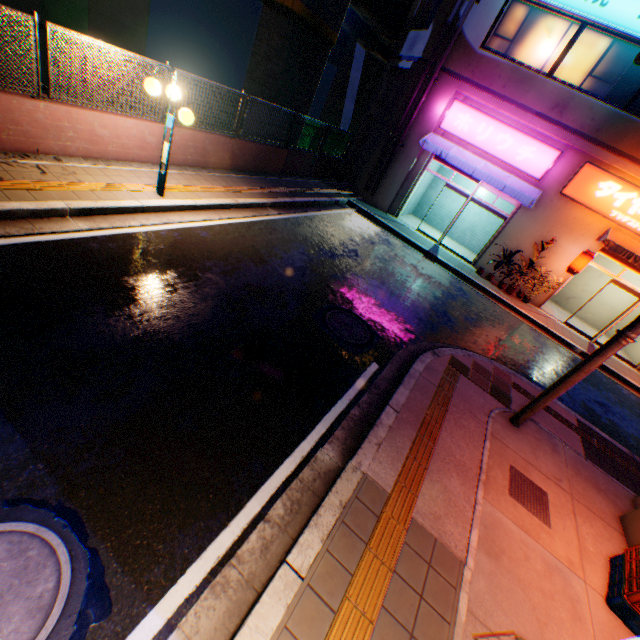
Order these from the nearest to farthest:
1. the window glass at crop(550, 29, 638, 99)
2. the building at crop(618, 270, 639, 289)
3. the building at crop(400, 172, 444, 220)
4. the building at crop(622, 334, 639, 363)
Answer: the window glass at crop(550, 29, 638, 99) < the building at crop(622, 334, 639, 363) < the building at crop(618, 270, 639, 289) < the building at crop(400, 172, 444, 220)

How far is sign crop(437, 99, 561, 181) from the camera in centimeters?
1212cm

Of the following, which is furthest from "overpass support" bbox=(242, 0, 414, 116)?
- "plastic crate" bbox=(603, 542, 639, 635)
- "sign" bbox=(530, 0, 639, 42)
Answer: "plastic crate" bbox=(603, 542, 639, 635)

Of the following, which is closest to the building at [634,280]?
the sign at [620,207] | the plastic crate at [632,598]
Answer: the sign at [620,207]

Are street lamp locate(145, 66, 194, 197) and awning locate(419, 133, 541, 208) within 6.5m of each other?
no

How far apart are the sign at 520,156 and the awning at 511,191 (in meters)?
0.11

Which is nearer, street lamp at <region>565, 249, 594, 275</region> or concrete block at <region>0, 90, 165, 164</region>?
concrete block at <region>0, 90, 165, 164</region>

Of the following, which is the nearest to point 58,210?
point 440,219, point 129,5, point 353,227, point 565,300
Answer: point 353,227
